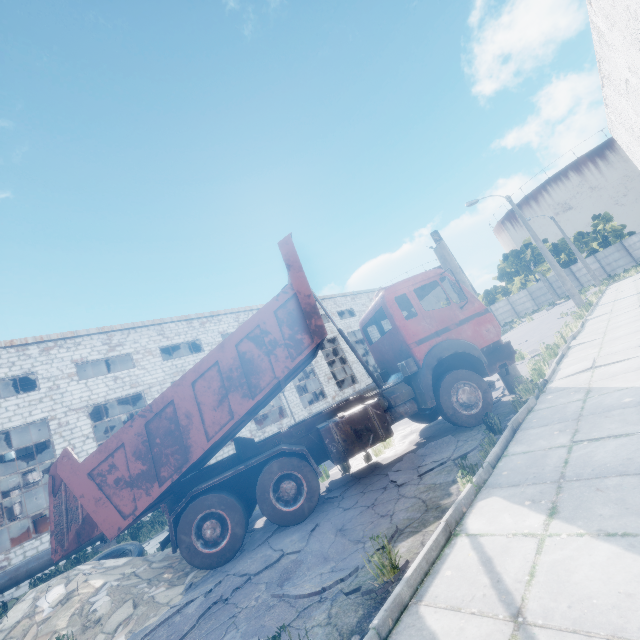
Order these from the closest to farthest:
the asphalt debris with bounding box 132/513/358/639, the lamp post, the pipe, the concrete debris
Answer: the asphalt debris with bounding box 132/513/358/639
the concrete debris
the lamp post
the pipe

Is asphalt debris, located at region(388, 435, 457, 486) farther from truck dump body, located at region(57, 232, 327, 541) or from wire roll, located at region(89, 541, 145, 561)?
wire roll, located at region(89, 541, 145, 561)

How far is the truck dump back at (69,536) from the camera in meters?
5.7

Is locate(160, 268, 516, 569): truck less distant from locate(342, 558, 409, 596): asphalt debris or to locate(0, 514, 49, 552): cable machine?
locate(342, 558, 409, 596): asphalt debris

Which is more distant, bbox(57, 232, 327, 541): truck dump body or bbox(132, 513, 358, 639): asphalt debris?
bbox(57, 232, 327, 541): truck dump body

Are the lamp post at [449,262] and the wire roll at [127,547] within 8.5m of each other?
no

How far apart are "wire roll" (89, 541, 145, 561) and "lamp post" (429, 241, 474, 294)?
10.2 meters

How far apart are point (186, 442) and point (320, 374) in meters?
22.6
